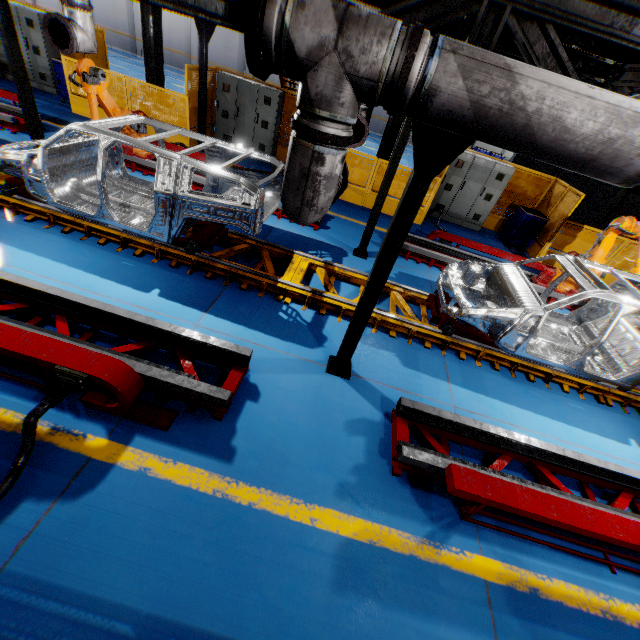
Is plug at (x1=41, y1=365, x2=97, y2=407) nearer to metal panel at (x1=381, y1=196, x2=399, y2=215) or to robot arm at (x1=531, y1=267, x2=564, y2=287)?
metal panel at (x1=381, y1=196, x2=399, y2=215)

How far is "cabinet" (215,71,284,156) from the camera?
10.31m

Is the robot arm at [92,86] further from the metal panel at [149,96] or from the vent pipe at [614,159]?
the vent pipe at [614,159]

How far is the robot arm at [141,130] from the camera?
7.5m

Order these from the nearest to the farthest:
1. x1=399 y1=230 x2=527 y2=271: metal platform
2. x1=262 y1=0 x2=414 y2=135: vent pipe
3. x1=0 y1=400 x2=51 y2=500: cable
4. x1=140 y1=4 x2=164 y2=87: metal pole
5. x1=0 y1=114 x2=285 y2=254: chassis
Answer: x1=262 y1=0 x2=414 y2=135: vent pipe, x1=0 y1=400 x2=51 y2=500: cable, x1=0 y1=114 x2=285 y2=254: chassis, x1=399 y1=230 x2=527 y2=271: metal platform, x1=140 y1=4 x2=164 y2=87: metal pole

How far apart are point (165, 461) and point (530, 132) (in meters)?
4.18

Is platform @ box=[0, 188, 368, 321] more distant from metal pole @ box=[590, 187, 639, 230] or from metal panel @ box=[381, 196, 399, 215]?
metal pole @ box=[590, 187, 639, 230]

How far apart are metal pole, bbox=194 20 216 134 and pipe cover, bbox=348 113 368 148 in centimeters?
595cm
